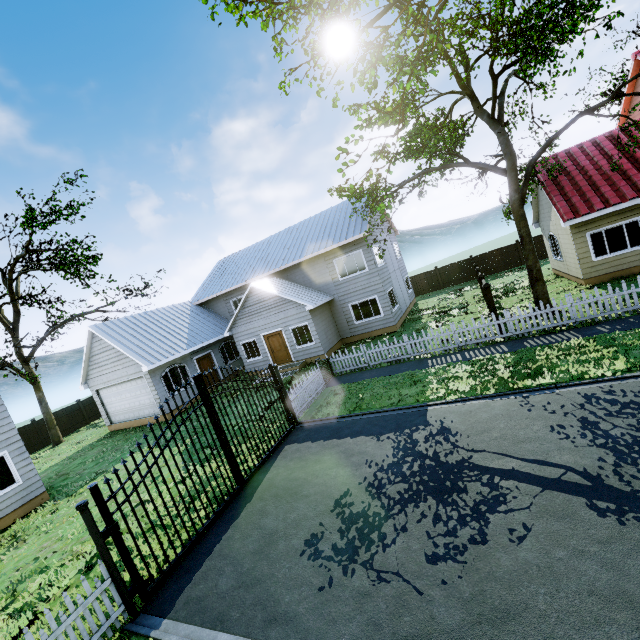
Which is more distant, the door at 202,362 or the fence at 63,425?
the fence at 63,425

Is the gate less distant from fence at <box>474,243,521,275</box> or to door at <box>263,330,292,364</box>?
door at <box>263,330,292,364</box>

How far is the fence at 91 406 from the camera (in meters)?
26.54

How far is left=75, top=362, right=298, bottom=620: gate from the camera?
5.96m

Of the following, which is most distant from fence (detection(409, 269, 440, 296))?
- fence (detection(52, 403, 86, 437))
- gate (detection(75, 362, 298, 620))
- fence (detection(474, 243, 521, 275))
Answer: fence (detection(52, 403, 86, 437))

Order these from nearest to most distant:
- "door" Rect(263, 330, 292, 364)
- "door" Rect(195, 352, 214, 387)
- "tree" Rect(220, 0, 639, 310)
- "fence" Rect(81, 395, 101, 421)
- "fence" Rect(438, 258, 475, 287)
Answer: "tree" Rect(220, 0, 639, 310) < "door" Rect(263, 330, 292, 364) < "door" Rect(195, 352, 214, 387) < "fence" Rect(81, 395, 101, 421) < "fence" Rect(438, 258, 475, 287)

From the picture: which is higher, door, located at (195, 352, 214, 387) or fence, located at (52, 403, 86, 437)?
door, located at (195, 352, 214, 387)

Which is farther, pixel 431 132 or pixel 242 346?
pixel 242 346
